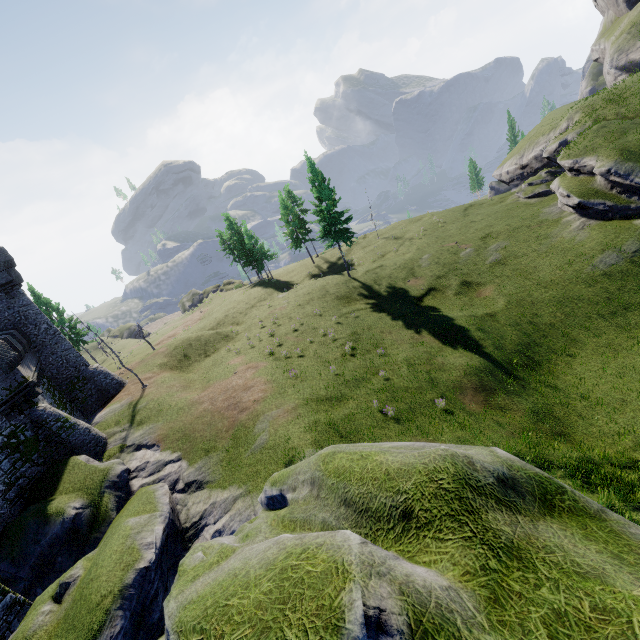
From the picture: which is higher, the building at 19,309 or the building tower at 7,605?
the building at 19,309

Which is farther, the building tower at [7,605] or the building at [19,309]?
the building at [19,309]

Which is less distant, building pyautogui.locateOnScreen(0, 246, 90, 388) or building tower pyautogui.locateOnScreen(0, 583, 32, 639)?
building tower pyautogui.locateOnScreen(0, 583, 32, 639)

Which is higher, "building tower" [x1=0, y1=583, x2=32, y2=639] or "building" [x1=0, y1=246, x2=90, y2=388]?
"building" [x1=0, y1=246, x2=90, y2=388]

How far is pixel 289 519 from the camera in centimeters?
431cm
